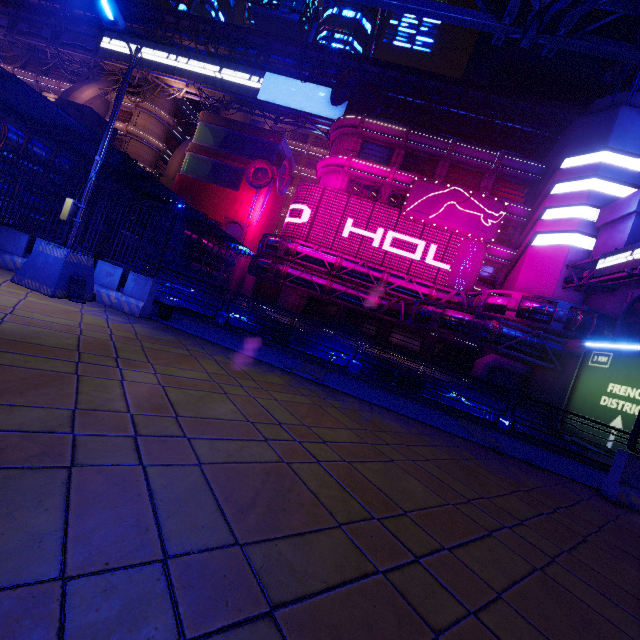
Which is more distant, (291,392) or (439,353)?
(439,353)

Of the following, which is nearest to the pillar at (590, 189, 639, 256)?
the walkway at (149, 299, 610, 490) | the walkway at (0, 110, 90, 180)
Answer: the walkway at (149, 299, 610, 490)

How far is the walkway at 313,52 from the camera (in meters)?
41.28

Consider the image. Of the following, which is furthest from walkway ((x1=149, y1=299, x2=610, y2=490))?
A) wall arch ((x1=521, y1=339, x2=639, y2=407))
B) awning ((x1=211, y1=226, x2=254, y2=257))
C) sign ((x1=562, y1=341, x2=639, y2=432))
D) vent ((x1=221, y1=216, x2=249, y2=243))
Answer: vent ((x1=221, y1=216, x2=249, y2=243))

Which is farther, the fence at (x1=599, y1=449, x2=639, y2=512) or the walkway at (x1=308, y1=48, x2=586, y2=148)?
the walkway at (x1=308, y1=48, x2=586, y2=148)

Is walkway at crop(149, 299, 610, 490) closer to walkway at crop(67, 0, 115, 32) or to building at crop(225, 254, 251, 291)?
building at crop(225, 254, 251, 291)

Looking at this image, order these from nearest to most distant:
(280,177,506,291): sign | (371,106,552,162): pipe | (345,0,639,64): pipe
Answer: (345,0,639,64): pipe < (280,177,506,291): sign < (371,106,552,162): pipe

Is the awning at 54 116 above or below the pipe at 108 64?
below
